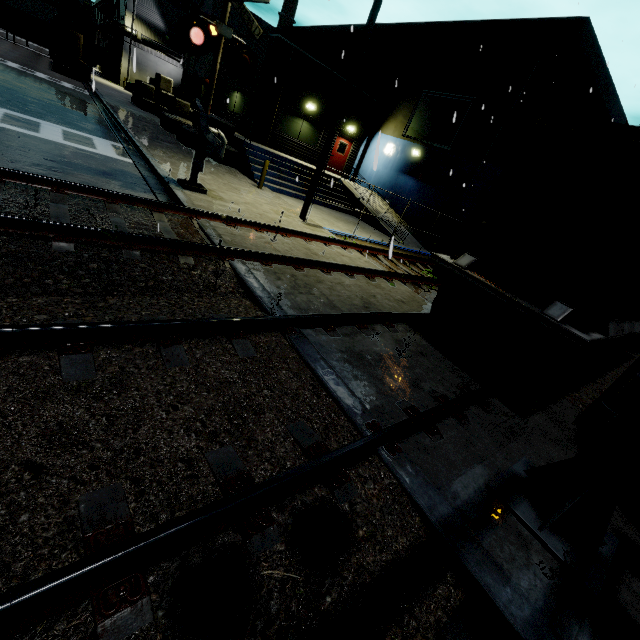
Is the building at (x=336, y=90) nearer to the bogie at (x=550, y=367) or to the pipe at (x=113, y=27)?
the pipe at (x=113, y=27)

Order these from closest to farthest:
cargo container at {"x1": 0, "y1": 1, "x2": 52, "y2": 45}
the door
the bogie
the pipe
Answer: the bogie → the door → cargo container at {"x1": 0, "y1": 1, "x2": 52, "y2": 45} → the pipe

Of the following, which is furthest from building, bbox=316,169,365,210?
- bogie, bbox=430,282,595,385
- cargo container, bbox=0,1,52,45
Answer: bogie, bbox=430,282,595,385

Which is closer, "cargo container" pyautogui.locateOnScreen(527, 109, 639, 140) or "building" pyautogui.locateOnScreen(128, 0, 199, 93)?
"cargo container" pyautogui.locateOnScreen(527, 109, 639, 140)

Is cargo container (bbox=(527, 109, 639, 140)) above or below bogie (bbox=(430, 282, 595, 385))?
above

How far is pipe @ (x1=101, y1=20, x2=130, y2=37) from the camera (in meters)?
37.88

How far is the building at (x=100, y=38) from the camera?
39.7m

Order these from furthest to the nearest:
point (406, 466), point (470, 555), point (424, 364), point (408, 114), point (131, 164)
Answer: point (408, 114), point (131, 164), point (424, 364), point (406, 466), point (470, 555)
